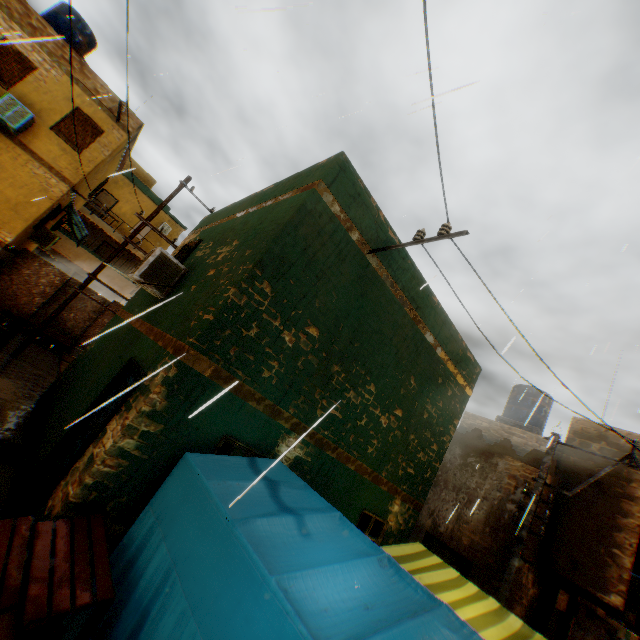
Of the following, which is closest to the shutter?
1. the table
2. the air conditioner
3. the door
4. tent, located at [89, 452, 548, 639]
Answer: tent, located at [89, 452, 548, 639]

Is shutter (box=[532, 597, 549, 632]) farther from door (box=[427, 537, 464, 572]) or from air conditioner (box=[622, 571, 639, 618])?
door (box=[427, 537, 464, 572])

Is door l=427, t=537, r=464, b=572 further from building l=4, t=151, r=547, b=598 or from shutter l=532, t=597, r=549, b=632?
shutter l=532, t=597, r=549, b=632

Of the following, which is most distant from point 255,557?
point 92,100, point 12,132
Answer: point 92,100

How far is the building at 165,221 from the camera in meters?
26.4

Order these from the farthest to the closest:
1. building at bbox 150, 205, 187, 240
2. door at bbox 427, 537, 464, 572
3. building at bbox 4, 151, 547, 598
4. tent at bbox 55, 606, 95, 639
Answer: building at bbox 150, 205, 187, 240 → door at bbox 427, 537, 464, 572 → building at bbox 4, 151, 547, 598 → tent at bbox 55, 606, 95, 639

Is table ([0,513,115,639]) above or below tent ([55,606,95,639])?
above

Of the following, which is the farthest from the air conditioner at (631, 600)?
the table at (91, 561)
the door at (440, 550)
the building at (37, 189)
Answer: the table at (91, 561)
